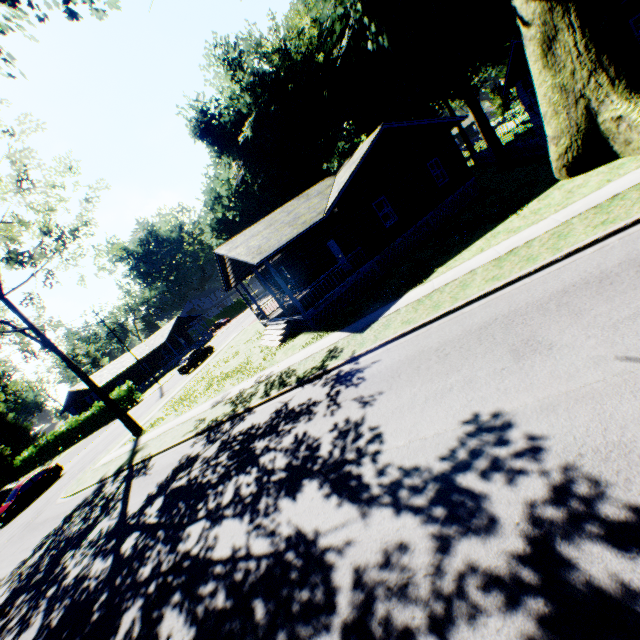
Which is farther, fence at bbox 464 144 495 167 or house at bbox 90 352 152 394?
house at bbox 90 352 152 394

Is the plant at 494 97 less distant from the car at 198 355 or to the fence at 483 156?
the fence at 483 156

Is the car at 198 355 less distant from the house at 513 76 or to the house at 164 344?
the house at 164 344

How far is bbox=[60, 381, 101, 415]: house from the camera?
47.7m

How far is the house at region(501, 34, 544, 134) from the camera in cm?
2145

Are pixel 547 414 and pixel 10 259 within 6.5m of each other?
no

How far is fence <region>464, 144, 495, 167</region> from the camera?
28.8 meters

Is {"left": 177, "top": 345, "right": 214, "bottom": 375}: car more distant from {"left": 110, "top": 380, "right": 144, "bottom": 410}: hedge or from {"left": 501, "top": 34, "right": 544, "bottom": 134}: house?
{"left": 501, "top": 34, "right": 544, "bottom": 134}: house
